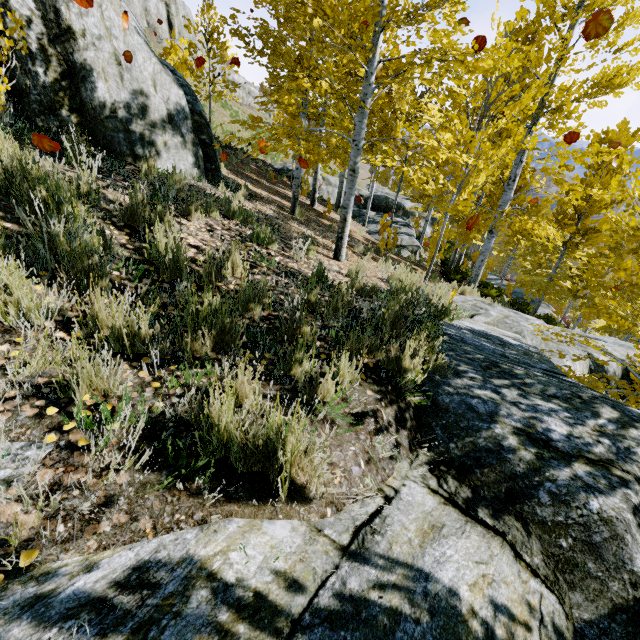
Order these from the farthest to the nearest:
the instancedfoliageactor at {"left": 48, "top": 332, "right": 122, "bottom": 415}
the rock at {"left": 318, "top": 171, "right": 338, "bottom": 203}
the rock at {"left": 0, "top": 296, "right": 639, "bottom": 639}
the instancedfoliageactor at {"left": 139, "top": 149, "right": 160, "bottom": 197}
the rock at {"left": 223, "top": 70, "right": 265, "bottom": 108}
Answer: the rock at {"left": 223, "top": 70, "right": 265, "bottom": 108} → the rock at {"left": 318, "top": 171, "right": 338, "bottom": 203} → the instancedfoliageactor at {"left": 139, "top": 149, "right": 160, "bottom": 197} → the instancedfoliageactor at {"left": 48, "top": 332, "right": 122, "bottom": 415} → the rock at {"left": 0, "top": 296, "right": 639, "bottom": 639}

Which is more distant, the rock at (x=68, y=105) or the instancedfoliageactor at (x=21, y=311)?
the rock at (x=68, y=105)

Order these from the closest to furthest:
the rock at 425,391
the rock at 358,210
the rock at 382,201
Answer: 1. the rock at 425,391
2. the rock at 382,201
3. the rock at 358,210

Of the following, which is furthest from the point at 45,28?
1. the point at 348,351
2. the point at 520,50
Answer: the point at 520,50

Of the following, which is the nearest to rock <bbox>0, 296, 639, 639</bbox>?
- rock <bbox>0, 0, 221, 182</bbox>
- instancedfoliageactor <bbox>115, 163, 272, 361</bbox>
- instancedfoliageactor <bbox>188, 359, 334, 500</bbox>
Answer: instancedfoliageactor <bbox>188, 359, 334, 500</bbox>

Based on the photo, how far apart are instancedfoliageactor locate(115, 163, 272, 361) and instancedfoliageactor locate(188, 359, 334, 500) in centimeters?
137cm

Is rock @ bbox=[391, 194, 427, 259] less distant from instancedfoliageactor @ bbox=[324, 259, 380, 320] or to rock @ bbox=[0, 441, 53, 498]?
instancedfoliageactor @ bbox=[324, 259, 380, 320]

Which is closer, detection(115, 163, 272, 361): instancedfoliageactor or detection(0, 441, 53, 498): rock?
detection(0, 441, 53, 498): rock
